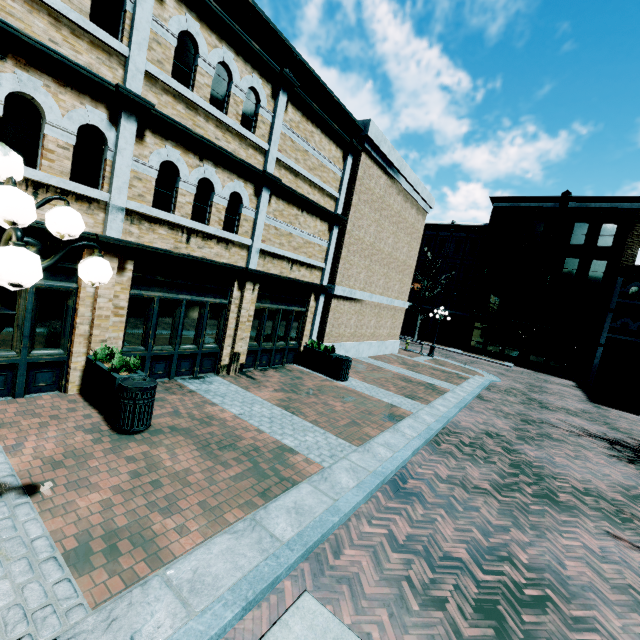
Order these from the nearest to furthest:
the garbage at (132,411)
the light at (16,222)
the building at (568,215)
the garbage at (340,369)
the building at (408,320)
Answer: the light at (16,222), the garbage at (132,411), the garbage at (340,369), the building at (568,215), the building at (408,320)

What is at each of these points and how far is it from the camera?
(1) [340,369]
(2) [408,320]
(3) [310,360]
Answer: (1) garbage, 11.8 meters
(2) building, 39.5 meters
(3) planter, 12.6 meters

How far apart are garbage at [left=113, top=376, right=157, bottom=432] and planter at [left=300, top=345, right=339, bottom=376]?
6.9m

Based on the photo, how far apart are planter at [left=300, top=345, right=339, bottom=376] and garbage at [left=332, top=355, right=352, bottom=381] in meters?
0.0 m

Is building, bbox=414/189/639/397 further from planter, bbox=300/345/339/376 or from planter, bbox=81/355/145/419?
planter, bbox=81/355/145/419

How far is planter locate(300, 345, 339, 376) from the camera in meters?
12.1 m

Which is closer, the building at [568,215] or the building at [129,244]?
the building at [129,244]

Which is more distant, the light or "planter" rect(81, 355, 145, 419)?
"planter" rect(81, 355, 145, 419)
